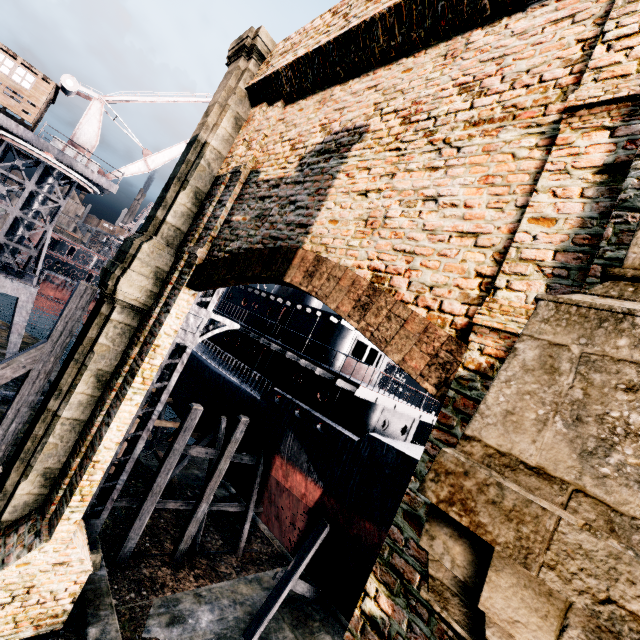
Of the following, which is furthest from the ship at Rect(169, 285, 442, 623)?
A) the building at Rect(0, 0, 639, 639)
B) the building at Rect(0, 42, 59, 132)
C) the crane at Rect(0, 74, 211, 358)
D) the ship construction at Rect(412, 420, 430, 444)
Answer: the building at Rect(0, 0, 639, 639)

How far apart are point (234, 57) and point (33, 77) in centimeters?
1853cm

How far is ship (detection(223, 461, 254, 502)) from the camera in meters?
19.2 m

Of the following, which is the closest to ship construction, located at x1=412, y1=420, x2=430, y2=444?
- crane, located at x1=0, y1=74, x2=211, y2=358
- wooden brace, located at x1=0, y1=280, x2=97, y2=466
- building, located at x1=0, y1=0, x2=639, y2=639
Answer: crane, located at x1=0, y1=74, x2=211, y2=358

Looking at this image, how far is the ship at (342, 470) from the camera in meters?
14.5 m

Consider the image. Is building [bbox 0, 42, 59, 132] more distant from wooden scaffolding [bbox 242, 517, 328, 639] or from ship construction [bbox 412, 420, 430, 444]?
ship construction [bbox 412, 420, 430, 444]

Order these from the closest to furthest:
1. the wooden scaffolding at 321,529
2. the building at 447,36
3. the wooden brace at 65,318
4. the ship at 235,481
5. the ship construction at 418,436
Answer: the building at 447,36 < the wooden brace at 65,318 < the wooden scaffolding at 321,529 < the ship at 235,481 < the ship construction at 418,436

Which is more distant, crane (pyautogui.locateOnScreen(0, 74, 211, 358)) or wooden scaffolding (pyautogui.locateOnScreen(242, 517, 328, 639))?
crane (pyautogui.locateOnScreen(0, 74, 211, 358))
